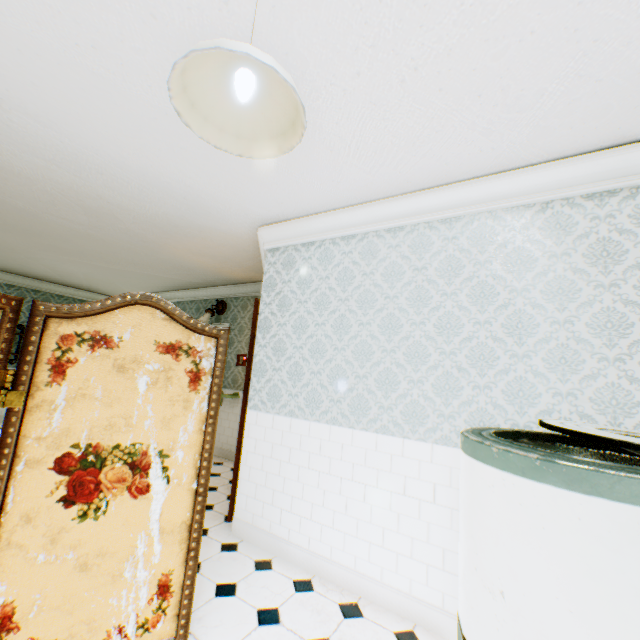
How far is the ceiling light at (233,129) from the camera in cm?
103

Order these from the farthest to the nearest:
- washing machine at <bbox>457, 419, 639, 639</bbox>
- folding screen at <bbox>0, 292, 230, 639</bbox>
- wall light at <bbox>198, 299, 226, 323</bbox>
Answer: wall light at <bbox>198, 299, 226, 323</bbox>
folding screen at <bbox>0, 292, 230, 639</bbox>
washing machine at <bbox>457, 419, 639, 639</bbox>

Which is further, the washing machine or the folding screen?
the folding screen

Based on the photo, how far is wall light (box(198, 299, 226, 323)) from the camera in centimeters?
607cm

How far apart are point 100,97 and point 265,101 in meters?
1.5 m

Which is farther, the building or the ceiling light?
the building

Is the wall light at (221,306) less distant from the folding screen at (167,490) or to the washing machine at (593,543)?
the folding screen at (167,490)

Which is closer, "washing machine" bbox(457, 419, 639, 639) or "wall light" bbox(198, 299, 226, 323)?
"washing machine" bbox(457, 419, 639, 639)
